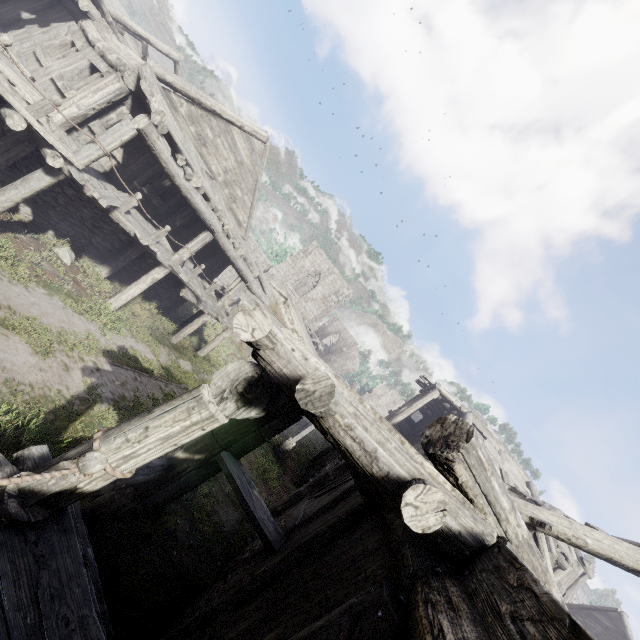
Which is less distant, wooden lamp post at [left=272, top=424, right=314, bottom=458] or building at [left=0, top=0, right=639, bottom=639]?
building at [left=0, top=0, right=639, bottom=639]

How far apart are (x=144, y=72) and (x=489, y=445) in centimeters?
2160cm

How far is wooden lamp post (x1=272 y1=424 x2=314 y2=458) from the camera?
19.4 meters

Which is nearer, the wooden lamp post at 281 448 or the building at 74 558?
the building at 74 558

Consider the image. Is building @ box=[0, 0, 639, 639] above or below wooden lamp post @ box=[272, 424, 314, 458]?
above

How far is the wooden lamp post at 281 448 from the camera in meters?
19.4 m
